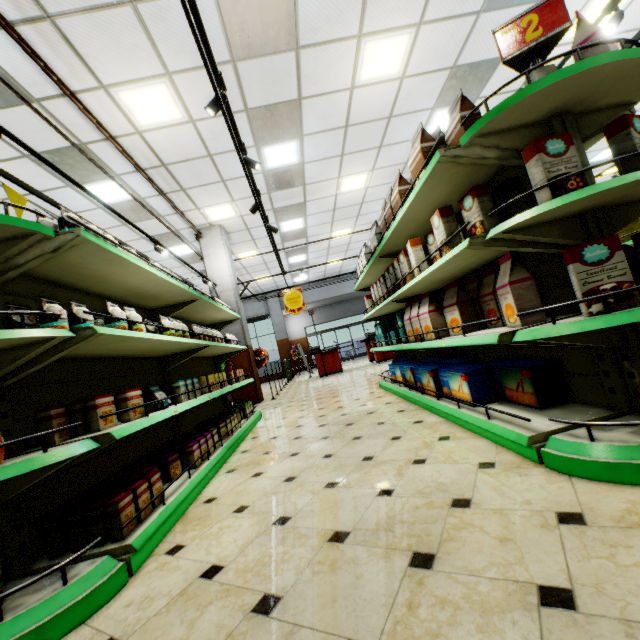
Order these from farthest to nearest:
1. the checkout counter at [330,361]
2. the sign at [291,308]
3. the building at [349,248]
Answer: the building at [349,248], the checkout counter at [330,361], the sign at [291,308]

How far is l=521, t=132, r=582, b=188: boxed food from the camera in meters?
1.7

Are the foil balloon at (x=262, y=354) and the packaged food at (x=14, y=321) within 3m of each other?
no

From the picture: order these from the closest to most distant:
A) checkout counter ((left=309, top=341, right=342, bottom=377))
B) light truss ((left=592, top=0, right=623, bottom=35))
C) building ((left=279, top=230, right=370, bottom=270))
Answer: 1. light truss ((left=592, top=0, right=623, bottom=35))
2. checkout counter ((left=309, top=341, right=342, bottom=377))
3. building ((left=279, top=230, right=370, bottom=270))

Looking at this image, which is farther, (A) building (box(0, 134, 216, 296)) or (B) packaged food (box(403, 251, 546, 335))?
(A) building (box(0, 134, 216, 296))

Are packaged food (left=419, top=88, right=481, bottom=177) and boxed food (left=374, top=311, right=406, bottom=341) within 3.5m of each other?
yes

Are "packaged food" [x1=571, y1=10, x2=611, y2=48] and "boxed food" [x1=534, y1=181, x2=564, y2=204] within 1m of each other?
yes

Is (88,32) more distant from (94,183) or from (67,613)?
(67,613)
